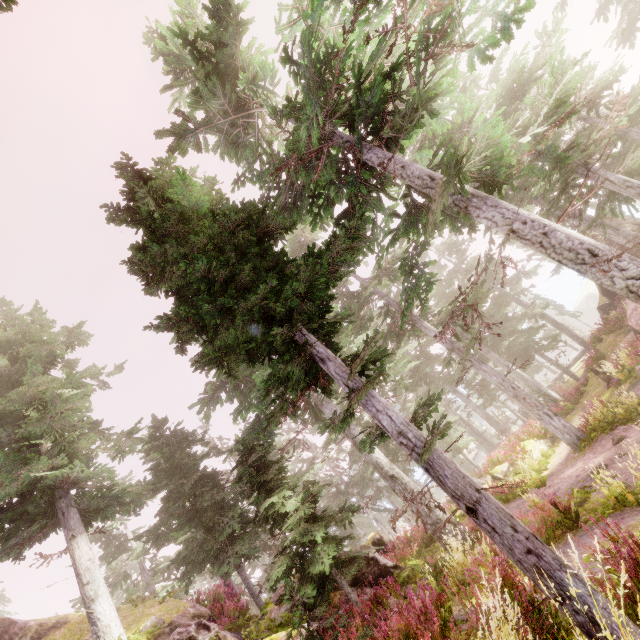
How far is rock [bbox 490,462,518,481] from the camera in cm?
1975

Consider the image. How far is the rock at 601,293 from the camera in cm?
2522

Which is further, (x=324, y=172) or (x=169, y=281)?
(x=324, y=172)

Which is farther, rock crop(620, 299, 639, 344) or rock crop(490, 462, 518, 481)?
rock crop(490, 462, 518, 481)

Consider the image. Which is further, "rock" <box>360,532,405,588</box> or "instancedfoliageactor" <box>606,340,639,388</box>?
"instancedfoliageactor" <box>606,340,639,388</box>

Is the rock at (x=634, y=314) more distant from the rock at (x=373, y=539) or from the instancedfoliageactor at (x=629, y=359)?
the rock at (x=373, y=539)

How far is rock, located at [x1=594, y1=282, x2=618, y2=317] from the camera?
25.2m

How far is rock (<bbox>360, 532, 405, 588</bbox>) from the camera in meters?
10.5
